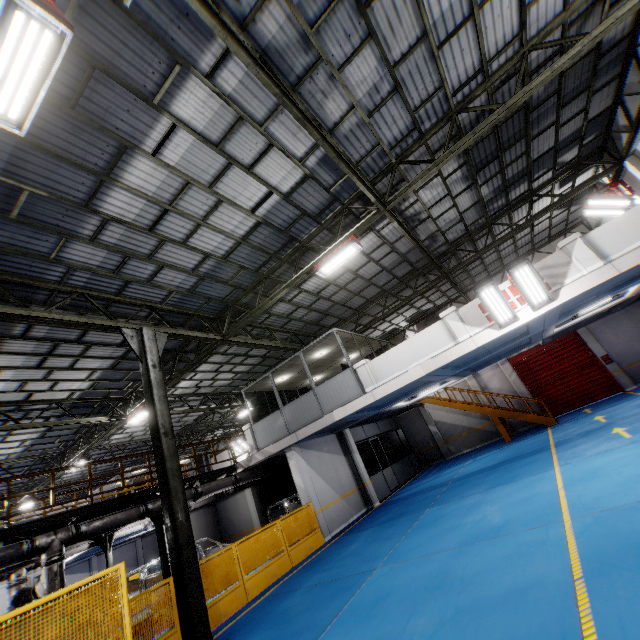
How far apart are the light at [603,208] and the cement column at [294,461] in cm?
1635

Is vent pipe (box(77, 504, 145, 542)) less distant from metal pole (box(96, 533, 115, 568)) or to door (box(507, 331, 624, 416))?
metal pole (box(96, 533, 115, 568))

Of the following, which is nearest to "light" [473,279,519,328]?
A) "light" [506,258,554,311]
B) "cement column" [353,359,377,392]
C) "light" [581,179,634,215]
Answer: "light" [506,258,554,311]

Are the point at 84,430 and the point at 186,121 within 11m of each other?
no

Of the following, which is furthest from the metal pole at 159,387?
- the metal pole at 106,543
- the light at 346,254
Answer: the metal pole at 106,543

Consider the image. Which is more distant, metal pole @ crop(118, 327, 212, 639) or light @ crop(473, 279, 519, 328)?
light @ crop(473, 279, 519, 328)

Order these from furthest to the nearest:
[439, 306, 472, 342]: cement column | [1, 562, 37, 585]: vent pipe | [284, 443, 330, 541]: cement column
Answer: [284, 443, 330, 541]: cement column < [1, 562, 37, 585]: vent pipe < [439, 306, 472, 342]: cement column

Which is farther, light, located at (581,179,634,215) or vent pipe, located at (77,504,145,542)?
light, located at (581,179,634,215)
